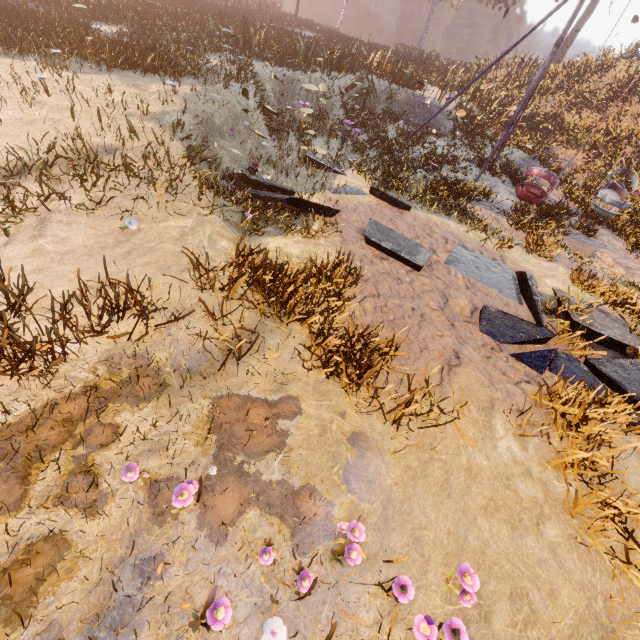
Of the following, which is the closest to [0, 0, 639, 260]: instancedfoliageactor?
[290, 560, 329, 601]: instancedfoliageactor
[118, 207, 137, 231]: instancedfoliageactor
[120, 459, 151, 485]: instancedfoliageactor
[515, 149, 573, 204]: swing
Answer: [515, 149, 573, 204]: swing

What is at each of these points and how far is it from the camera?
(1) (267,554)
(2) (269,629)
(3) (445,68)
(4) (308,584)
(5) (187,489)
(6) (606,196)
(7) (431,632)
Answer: (1) instancedfoliageactor, 2.3m
(2) instancedfoliageactor, 2.0m
(3) instancedfoliageactor, 27.1m
(4) instancedfoliageactor, 2.2m
(5) instancedfoliageactor, 2.3m
(6) swing, 11.0m
(7) instancedfoliageactor, 2.1m

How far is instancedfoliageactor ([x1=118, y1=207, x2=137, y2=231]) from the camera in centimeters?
455cm

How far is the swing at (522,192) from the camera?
9.6 meters

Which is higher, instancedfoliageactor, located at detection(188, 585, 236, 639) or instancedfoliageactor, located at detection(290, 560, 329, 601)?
instancedfoliageactor, located at detection(188, 585, 236, 639)

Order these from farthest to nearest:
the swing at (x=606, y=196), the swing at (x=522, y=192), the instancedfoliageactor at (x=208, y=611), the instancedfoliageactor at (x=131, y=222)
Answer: the swing at (x=606, y=196) < the swing at (x=522, y=192) < the instancedfoliageactor at (x=131, y=222) < the instancedfoliageactor at (x=208, y=611)

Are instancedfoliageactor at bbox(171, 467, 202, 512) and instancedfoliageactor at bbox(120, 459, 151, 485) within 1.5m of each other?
yes

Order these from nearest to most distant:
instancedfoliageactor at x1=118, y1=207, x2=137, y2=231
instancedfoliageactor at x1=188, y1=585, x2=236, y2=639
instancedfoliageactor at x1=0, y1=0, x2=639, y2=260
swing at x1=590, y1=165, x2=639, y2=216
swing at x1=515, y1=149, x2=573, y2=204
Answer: instancedfoliageactor at x1=188, y1=585, x2=236, y2=639 → instancedfoliageactor at x1=118, y1=207, x2=137, y2=231 → instancedfoliageactor at x1=0, y1=0, x2=639, y2=260 → swing at x1=515, y1=149, x2=573, y2=204 → swing at x1=590, y1=165, x2=639, y2=216
